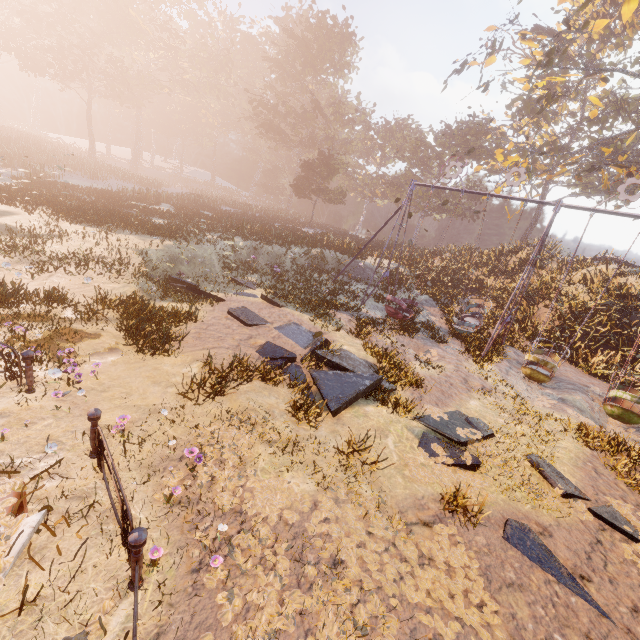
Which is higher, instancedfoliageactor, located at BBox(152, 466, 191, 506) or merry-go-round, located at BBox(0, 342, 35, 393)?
merry-go-round, located at BBox(0, 342, 35, 393)

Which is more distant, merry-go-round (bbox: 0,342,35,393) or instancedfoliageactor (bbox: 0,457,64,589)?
merry-go-round (bbox: 0,342,35,393)

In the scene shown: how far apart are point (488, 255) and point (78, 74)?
51.22m

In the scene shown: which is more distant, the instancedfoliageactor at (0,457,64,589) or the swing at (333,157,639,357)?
the swing at (333,157,639,357)

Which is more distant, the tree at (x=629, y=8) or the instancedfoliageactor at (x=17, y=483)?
the tree at (x=629, y=8)

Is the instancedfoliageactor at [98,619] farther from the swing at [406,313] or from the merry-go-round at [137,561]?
the swing at [406,313]

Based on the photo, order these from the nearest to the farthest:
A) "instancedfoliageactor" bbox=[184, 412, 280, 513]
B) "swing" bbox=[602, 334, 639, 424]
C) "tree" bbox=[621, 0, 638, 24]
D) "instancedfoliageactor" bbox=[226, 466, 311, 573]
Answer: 1. "instancedfoliageactor" bbox=[226, 466, 311, 573]
2. "instancedfoliageactor" bbox=[184, 412, 280, 513]
3. "swing" bbox=[602, 334, 639, 424]
4. "tree" bbox=[621, 0, 638, 24]

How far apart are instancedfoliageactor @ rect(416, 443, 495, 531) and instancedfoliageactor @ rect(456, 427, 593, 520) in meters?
0.2 m
